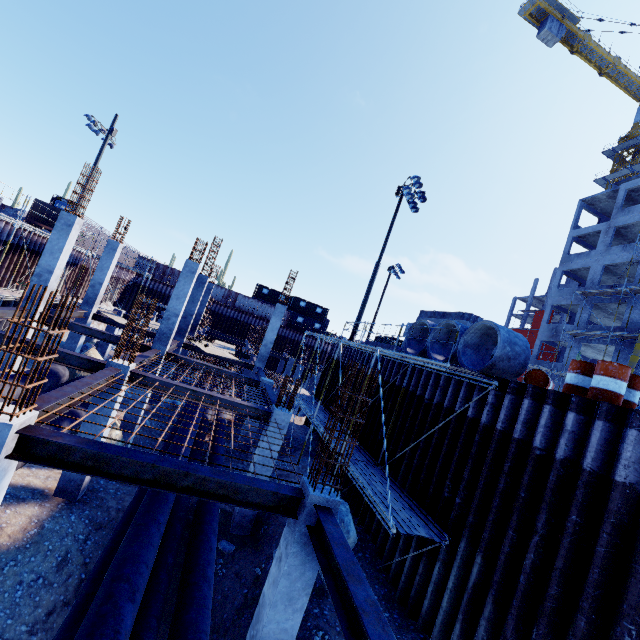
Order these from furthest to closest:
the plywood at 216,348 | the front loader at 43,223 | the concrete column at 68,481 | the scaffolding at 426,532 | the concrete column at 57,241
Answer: the front loader at 43,223 → the plywood at 216,348 → the concrete column at 57,241 → the concrete column at 68,481 → the scaffolding at 426,532

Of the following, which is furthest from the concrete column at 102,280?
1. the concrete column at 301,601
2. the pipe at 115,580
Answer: the concrete column at 301,601

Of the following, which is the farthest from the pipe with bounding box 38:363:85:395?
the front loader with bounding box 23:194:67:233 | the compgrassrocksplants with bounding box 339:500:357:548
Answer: the front loader with bounding box 23:194:67:233

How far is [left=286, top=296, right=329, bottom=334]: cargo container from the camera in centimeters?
4803cm

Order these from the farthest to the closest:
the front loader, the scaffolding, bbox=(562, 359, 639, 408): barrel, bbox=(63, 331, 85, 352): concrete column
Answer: the front loader < bbox=(63, 331, 85, 352): concrete column < the scaffolding < bbox=(562, 359, 639, 408): barrel

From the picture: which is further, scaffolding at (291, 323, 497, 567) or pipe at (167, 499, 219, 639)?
scaffolding at (291, 323, 497, 567)

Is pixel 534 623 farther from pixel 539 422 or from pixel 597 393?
pixel 597 393

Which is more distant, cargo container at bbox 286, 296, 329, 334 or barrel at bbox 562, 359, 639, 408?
cargo container at bbox 286, 296, 329, 334
